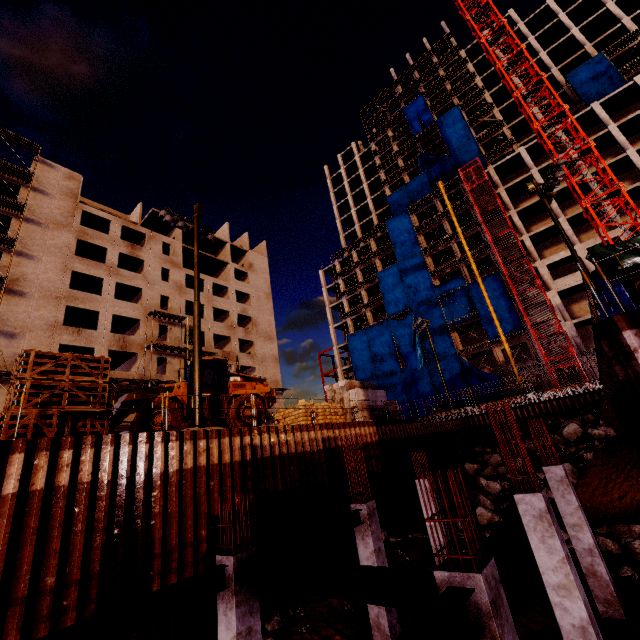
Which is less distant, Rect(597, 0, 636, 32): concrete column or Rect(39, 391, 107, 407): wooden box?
Rect(39, 391, 107, 407): wooden box

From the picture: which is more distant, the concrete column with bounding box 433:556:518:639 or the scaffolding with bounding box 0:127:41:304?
the scaffolding with bounding box 0:127:41:304

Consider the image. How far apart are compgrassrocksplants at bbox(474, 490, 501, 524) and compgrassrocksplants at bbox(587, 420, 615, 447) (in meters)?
8.44

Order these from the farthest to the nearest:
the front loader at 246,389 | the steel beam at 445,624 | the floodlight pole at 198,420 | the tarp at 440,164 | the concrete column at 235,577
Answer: the tarp at 440,164, the front loader at 246,389, the floodlight pole at 198,420, the concrete column at 235,577, the steel beam at 445,624

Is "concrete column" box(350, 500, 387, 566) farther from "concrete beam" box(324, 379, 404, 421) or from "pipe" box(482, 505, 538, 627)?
"concrete beam" box(324, 379, 404, 421)

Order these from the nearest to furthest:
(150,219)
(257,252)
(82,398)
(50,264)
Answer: (82,398) < (50,264) < (150,219) < (257,252)

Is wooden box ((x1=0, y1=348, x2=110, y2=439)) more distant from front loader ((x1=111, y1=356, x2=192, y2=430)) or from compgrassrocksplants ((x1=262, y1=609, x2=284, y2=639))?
compgrassrocksplants ((x1=262, y1=609, x2=284, y2=639))

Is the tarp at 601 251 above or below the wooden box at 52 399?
above
